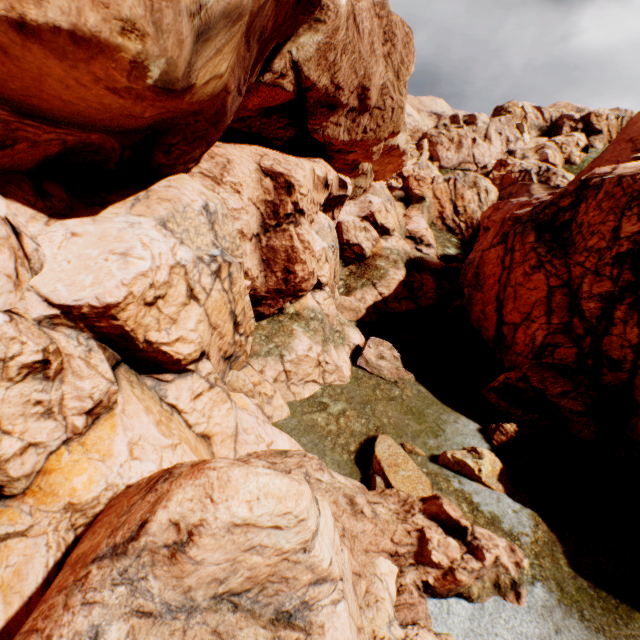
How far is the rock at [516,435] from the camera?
14.4m

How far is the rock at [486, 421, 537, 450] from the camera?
14.41m

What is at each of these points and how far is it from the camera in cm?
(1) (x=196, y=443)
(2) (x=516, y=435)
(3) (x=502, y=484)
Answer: (1) rock, 918
(2) rock, 1459
(3) rock, 1265

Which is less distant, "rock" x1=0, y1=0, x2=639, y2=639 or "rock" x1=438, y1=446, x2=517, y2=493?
"rock" x1=0, y1=0, x2=639, y2=639

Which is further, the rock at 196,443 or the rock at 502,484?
the rock at 502,484

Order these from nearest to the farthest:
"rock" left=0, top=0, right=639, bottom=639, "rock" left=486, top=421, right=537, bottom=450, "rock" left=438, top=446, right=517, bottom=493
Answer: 1. "rock" left=0, top=0, right=639, bottom=639
2. "rock" left=438, top=446, right=517, bottom=493
3. "rock" left=486, top=421, right=537, bottom=450
